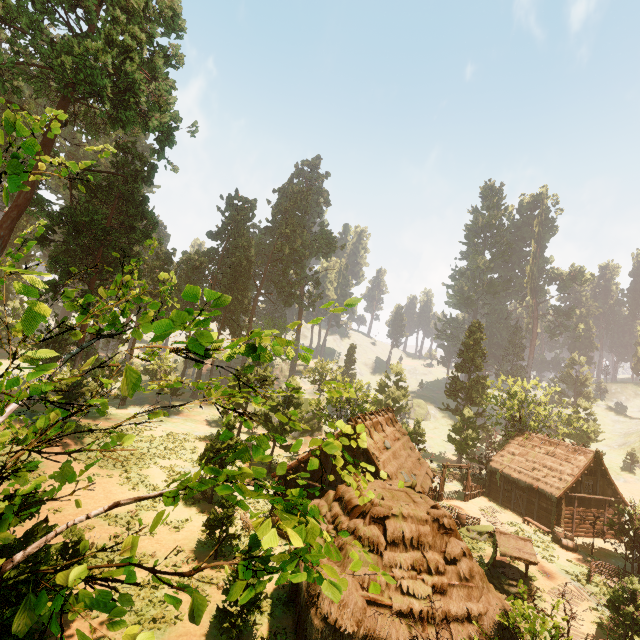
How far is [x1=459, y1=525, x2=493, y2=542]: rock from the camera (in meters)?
24.58

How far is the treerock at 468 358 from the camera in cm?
3934

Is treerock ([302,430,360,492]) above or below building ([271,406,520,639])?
above

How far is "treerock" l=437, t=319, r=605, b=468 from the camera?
39.3m

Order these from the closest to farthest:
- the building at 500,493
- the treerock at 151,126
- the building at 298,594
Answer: the treerock at 151,126 → the building at 298,594 → the building at 500,493

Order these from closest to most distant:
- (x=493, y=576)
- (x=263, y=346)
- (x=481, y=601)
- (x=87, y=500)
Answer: (x=481, y=601)
(x=493, y=576)
(x=87, y=500)
(x=263, y=346)

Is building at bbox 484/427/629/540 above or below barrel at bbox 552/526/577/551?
above

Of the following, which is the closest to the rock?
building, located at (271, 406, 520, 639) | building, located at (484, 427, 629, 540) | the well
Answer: building, located at (271, 406, 520, 639)
